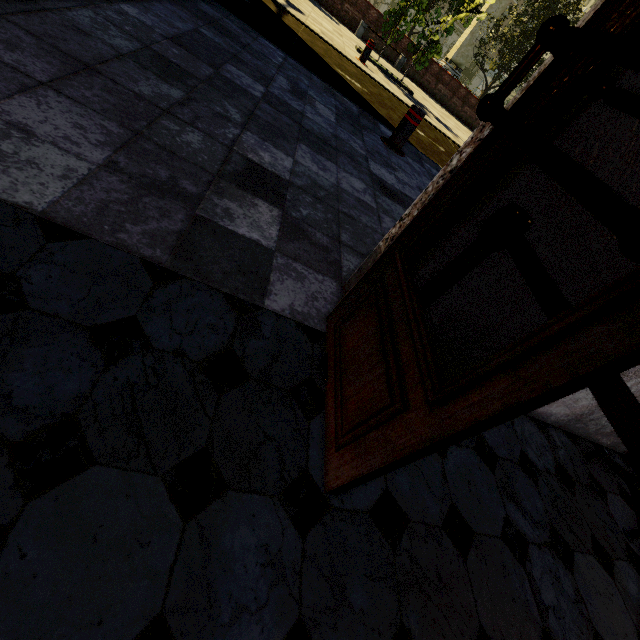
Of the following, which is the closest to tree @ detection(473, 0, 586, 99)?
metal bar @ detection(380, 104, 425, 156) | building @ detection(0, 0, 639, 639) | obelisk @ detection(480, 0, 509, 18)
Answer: obelisk @ detection(480, 0, 509, 18)

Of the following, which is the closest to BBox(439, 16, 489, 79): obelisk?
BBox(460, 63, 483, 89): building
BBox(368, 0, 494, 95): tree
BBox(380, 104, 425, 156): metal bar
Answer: BBox(368, 0, 494, 95): tree

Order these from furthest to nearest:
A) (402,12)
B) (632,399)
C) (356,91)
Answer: (402,12) < (356,91) < (632,399)

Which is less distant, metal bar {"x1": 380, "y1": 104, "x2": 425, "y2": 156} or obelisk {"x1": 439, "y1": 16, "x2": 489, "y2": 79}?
metal bar {"x1": 380, "y1": 104, "x2": 425, "y2": 156}

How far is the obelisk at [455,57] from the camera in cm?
2634

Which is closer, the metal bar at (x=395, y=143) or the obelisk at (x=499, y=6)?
the metal bar at (x=395, y=143)

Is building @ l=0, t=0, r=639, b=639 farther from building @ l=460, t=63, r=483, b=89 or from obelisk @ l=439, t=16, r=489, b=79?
obelisk @ l=439, t=16, r=489, b=79

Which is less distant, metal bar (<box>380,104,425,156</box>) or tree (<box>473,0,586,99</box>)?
metal bar (<box>380,104,425,156</box>)
